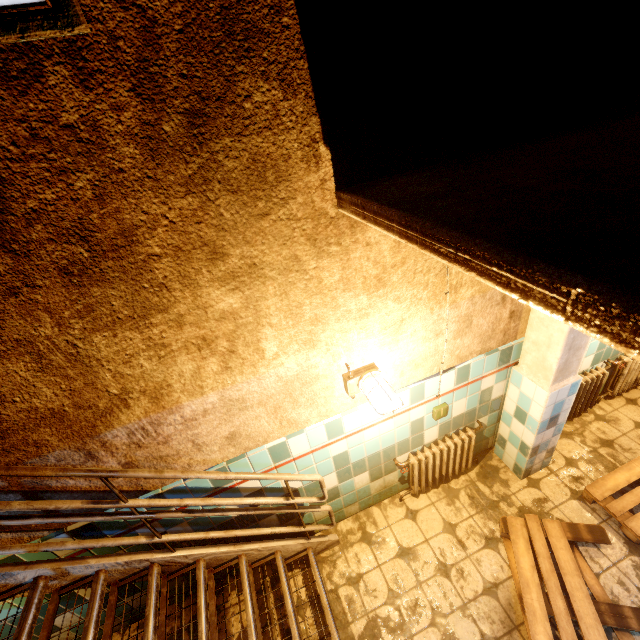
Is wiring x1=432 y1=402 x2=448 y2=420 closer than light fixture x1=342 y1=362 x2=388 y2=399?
No

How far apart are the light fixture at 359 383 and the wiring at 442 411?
0.8m

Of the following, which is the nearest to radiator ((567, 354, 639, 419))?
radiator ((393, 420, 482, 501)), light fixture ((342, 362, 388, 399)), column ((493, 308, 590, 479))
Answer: column ((493, 308, 590, 479))

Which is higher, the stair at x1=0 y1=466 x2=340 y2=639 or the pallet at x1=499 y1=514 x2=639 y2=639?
the stair at x1=0 y1=466 x2=340 y2=639

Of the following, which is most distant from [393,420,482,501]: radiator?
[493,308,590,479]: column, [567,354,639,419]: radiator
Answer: [567,354,639,419]: radiator

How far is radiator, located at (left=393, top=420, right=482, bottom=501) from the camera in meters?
3.0

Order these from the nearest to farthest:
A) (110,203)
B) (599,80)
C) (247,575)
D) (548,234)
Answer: (548,234)
(110,203)
(599,80)
(247,575)

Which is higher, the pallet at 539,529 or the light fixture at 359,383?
the light fixture at 359,383
